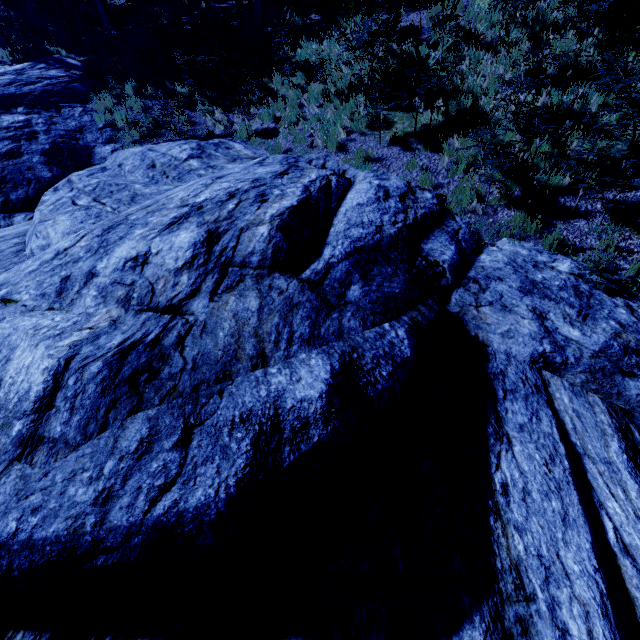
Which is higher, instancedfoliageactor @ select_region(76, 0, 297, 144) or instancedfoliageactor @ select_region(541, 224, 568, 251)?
instancedfoliageactor @ select_region(76, 0, 297, 144)

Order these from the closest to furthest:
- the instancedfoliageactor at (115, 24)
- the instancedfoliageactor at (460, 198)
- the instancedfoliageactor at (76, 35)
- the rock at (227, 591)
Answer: the rock at (227, 591), the instancedfoliageactor at (460, 198), the instancedfoliageactor at (115, 24), the instancedfoliageactor at (76, 35)

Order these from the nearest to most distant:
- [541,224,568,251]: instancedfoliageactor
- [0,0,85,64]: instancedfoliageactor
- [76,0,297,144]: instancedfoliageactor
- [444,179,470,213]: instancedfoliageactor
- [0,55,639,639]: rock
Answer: [0,55,639,639]: rock → [541,224,568,251]: instancedfoliageactor → [444,179,470,213]: instancedfoliageactor → [76,0,297,144]: instancedfoliageactor → [0,0,85,64]: instancedfoliageactor

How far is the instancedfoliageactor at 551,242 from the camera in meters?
5.6

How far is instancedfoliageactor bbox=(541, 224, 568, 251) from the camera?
5.59m

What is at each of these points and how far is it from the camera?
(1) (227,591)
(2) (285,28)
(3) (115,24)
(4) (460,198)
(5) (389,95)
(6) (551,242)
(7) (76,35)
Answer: (1) rock, 2.6m
(2) instancedfoliageactor, 10.6m
(3) instancedfoliageactor, 15.5m
(4) instancedfoliageactor, 6.6m
(5) instancedfoliageactor, 7.7m
(6) instancedfoliageactor, 5.7m
(7) instancedfoliageactor, 14.9m
